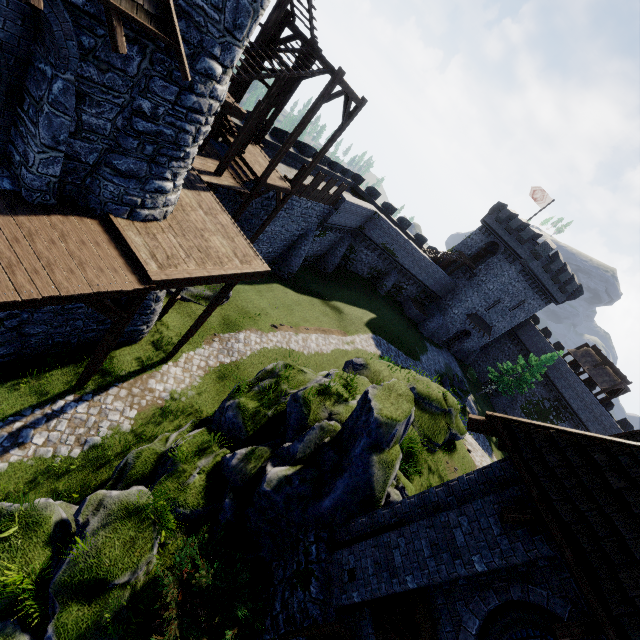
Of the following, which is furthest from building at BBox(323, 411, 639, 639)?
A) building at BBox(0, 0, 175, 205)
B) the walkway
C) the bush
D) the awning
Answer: building at BBox(0, 0, 175, 205)

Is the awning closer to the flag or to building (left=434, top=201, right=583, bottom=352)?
building (left=434, top=201, right=583, bottom=352)

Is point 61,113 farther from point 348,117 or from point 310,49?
point 348,117

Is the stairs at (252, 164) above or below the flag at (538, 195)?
below

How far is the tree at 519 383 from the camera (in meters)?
36.56

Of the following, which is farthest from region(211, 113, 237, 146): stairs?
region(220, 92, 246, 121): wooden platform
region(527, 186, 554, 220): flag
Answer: region(527, 186, 554, 220): flag

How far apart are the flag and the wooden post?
44.1m

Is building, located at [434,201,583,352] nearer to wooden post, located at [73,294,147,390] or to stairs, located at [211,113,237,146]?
stairs, located at [211,113,237,146]
